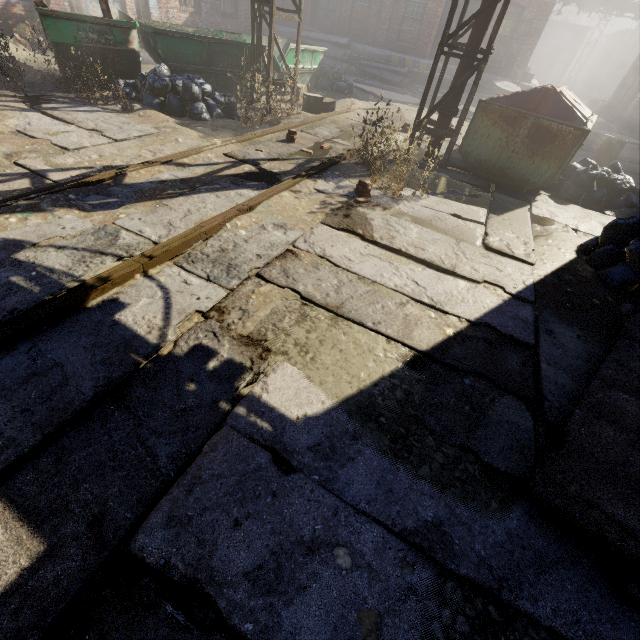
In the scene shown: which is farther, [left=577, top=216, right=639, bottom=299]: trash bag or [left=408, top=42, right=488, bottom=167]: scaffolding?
[left=408, top=42, right=488, bottom=167]: scaffolding

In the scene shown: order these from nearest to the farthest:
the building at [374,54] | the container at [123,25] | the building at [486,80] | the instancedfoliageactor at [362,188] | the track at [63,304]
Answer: the track at [63,304]
the instancedfoliageactor at [362,188]
the container at [123,25]
the building at [486,80]
the building at [374,54]

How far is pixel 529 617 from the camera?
1.7 meters

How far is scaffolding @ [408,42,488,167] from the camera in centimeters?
638cm

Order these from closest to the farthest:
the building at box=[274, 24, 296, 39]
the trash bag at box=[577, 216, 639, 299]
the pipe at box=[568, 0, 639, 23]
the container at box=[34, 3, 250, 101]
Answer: the trash bag at box=[577, 216, 639, 299] → the container at box=[34, 3, 250, 101] → the building at box=[274, 24, 296, 39] → the pipe at box=[568, 0, 639, 23]

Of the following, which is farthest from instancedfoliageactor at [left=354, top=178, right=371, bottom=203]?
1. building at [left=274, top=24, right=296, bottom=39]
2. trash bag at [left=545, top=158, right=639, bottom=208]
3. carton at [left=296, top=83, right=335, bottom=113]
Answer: building at [left=274, top=24, right=296, bottom=39]

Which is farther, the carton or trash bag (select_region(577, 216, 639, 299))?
the carton

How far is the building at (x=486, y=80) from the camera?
18.2m
